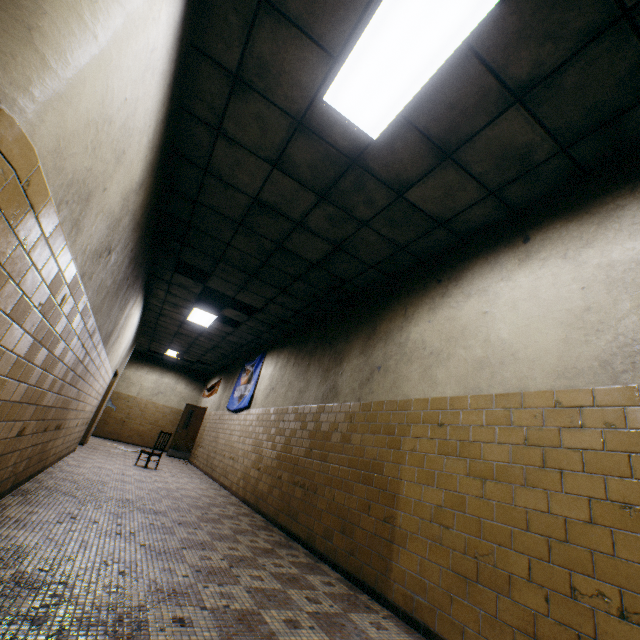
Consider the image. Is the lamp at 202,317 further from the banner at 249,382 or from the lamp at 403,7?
the lamp at 403,7

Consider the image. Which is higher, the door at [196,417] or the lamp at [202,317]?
the lamp at [202,317]

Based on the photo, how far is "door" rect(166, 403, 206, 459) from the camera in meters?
12.8

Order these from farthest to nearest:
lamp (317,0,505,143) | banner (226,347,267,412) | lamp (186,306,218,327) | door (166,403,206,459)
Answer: door (166,403,206,459) < banner (226,347,267,412) < lamp (186,306,218,327) < lamp (317,0,505,143)

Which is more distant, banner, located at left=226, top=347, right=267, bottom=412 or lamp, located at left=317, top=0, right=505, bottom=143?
banner, located at left=226, top=347, right=267, bottom=412

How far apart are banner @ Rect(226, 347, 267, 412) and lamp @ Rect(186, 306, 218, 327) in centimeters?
167cm

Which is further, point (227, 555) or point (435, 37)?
point (227, 555)

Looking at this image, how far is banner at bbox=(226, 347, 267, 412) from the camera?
9.2 meters
